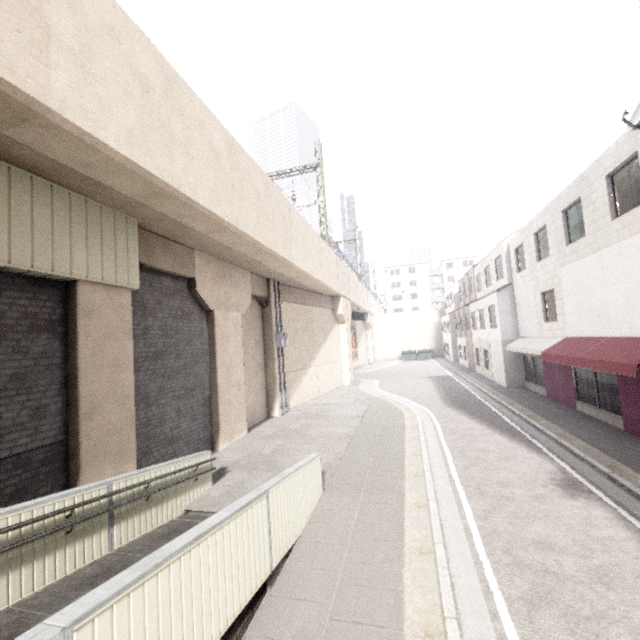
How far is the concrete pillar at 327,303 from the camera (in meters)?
19.00

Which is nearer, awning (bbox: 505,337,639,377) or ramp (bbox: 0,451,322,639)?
ramp (bbox: 0,451,322,639)

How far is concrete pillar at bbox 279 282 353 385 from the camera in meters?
19.0 m

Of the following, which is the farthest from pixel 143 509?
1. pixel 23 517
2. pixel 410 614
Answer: pixel 410 614

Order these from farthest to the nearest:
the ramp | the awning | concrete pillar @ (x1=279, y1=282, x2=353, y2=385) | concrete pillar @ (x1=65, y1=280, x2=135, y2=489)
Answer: concrete pillar @ (x1=279, y1=282, x2=353, y2=385) < the awning < concrete pillar @ (x1=65, y1=280, x2=135, y2=489) < the ramp

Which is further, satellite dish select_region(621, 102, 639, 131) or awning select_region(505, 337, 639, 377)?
awning select_region(505, 337, 639, 377)

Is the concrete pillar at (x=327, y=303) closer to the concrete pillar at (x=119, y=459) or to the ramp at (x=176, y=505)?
the concrete pillar at (x=119, y=459)
